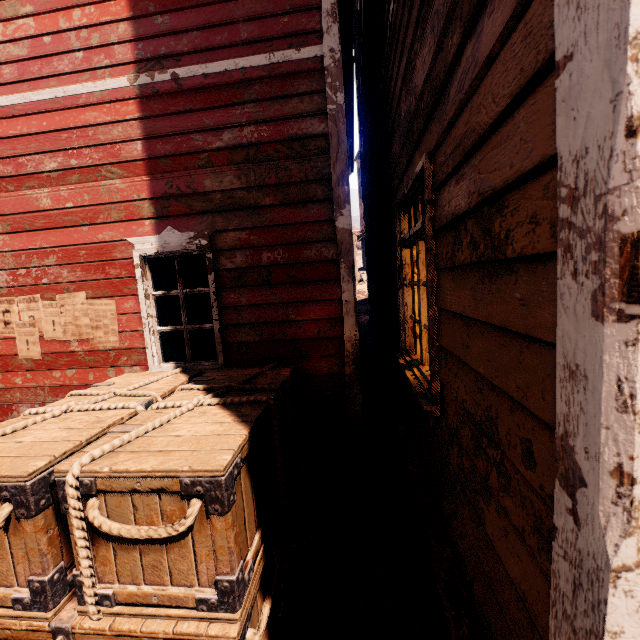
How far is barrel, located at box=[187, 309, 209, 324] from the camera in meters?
12.7 m

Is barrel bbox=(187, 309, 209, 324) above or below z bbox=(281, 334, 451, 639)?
above

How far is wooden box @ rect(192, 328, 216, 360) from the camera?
4.2 meters

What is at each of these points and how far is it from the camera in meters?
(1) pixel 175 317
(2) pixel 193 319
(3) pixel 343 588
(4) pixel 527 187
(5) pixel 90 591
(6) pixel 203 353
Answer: (1) barrel, 12.8 m
(2) barrel, 12.7 m
(3) z, 2.7 m
(4) building, 0.9 m
(5) wooden box, 1.8 m
(6) wooden box, 4.2 m

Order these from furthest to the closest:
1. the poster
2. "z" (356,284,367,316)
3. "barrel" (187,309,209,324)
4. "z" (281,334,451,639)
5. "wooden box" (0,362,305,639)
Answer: "z" (356,284,367,316), "barrel" (187,309,209,324), the poster, "z" (281,334,451,639), "wooden box" (0,362,305,639)

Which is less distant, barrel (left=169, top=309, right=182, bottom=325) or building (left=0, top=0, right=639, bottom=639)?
building (left=0, top=0, right=639, bottom=639)

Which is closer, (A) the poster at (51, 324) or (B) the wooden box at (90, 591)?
(B) the wooden box at (90, 591)

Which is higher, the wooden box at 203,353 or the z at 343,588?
the wooden box at 203,353
